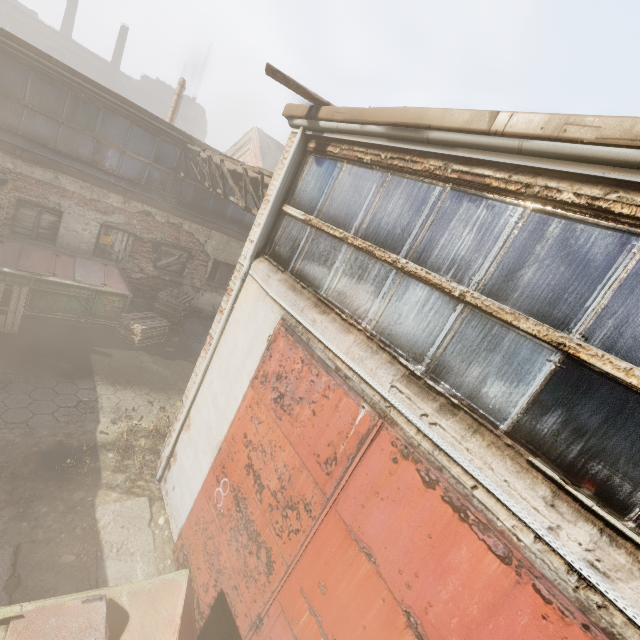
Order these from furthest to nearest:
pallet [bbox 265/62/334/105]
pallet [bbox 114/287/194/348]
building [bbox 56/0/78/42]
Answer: building [bbox 56/0/78/42] < pallet [bbox 114/287/194/348] < pallet [bbox 265/62/334/105]

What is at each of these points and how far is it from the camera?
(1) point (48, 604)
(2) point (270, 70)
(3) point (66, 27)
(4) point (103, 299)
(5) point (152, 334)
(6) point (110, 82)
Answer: (1) trash container, 2.97m
(2) pallet, 3.74m
(3) building, 39.72m
(4) trash container, 9.19m
(5) pallet, 9.97m
(6) building, 39.19m

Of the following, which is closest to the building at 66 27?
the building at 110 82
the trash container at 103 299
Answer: the building at 110 82

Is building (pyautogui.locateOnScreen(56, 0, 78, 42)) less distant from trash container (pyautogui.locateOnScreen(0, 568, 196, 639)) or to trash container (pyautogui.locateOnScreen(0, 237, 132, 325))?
trash container (pyautogui.locateOnScreen(0, 237, 132, 325))

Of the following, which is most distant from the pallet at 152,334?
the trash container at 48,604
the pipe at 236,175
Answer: the trash container at 48,604

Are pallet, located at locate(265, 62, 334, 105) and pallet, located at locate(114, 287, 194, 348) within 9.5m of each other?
yes

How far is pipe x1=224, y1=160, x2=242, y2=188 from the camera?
8.1m

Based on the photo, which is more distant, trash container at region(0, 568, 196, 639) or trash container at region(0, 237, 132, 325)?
trash container at region(0, 237, 132, 325)
